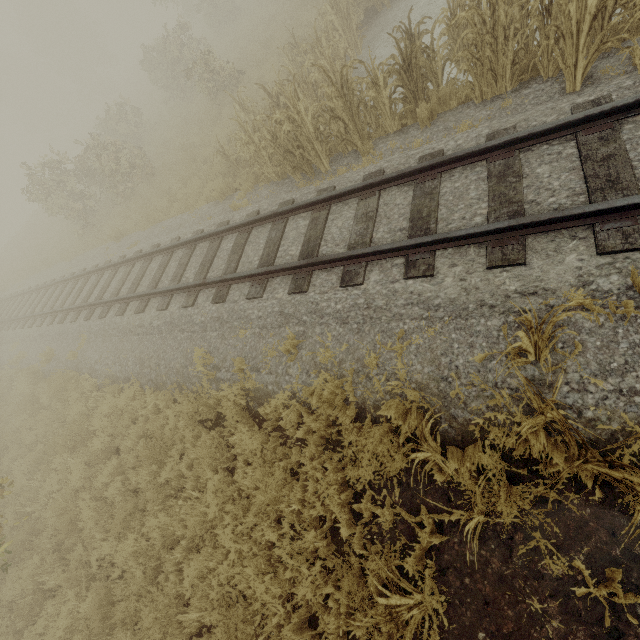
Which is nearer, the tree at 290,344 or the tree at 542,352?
the tree at 542,352

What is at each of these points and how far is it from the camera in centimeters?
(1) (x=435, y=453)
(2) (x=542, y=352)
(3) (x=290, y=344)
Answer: Result:
(1) tree, 335cm
(2) tree, 291cm
(3) tree, 507cm

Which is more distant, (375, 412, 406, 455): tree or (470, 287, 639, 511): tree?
(375, 412, 406, 455): tree

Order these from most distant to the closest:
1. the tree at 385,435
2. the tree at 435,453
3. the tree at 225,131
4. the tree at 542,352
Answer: the tree at 225,131, the tree at 385,435, the tree at 435,453, the tree at 542,352

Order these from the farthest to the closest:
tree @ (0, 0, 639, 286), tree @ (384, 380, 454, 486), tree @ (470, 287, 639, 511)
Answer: tree @ (0, 0, 639, 286)
tree @ (384, 380, 454, 486)
tree @ (470, 287, 639, 511)

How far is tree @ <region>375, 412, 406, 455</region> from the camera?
3.8m
